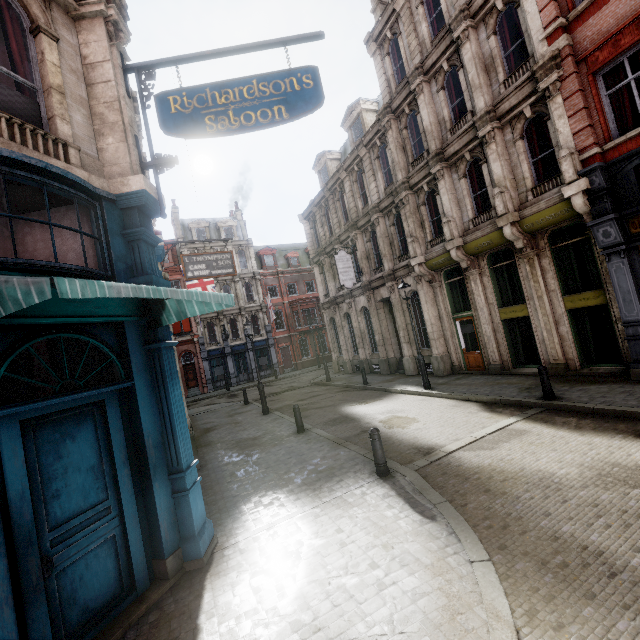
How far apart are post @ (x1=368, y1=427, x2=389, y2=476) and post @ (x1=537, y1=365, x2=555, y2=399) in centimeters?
559cm

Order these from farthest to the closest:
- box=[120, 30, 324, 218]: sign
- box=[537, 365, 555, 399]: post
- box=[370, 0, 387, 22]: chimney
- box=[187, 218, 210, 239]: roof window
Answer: box=[187, 218, 210, 239]: roof window → box=[370, 0, 387, 22]: chimney → box=[537, 365, 555, 399]: post → box=[120, 30, 324, 218]: sign

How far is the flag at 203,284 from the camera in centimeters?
1986cm

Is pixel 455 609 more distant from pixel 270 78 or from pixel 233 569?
pixel 270 78

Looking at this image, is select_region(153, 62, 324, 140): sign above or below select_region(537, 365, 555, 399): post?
above

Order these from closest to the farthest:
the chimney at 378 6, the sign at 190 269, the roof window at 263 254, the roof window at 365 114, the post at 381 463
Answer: the post at 381 463 → the sign at 190 269 → the chimney at 378 6 → the roof window at 365 114 → the roof window at 263 254

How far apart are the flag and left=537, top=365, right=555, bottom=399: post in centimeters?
1673cm

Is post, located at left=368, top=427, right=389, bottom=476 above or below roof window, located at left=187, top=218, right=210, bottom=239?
below
